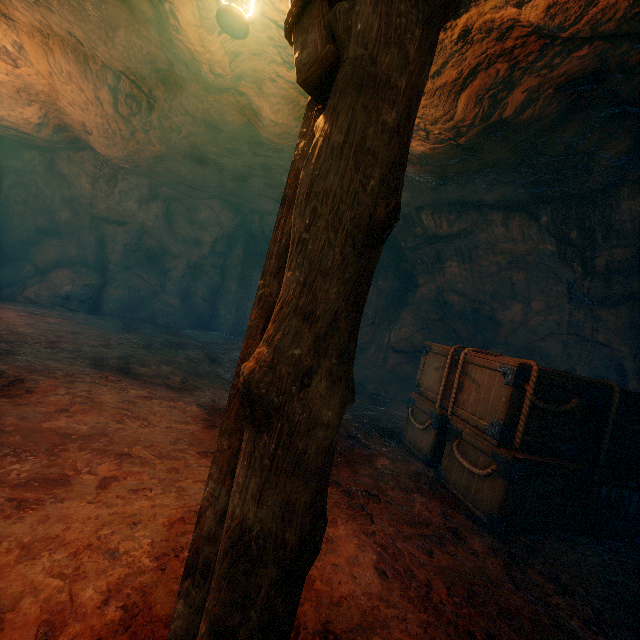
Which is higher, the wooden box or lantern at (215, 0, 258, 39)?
lantern at (215, 0, 258, 39)

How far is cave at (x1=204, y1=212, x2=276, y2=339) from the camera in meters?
13.3

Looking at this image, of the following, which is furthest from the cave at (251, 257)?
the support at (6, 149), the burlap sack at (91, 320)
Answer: the support at (6, 149)

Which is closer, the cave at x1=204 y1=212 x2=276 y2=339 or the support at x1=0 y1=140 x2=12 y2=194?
the support at x1=0 y1=140 x2=12 y2=194

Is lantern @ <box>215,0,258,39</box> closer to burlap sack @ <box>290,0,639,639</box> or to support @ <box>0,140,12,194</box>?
burlap sack @ <box>290,0,639,639</box>

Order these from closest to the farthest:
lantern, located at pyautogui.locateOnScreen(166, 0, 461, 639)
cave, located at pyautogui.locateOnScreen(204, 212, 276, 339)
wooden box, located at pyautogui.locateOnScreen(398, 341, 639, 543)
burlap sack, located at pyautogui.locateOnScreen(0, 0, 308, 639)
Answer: lantern, located at pyautogui.locateOnScreen(166, 0, 461, 639), burlap sack, located at pyautogui.locateOnScreen(0, 0, 308, 639), wooden box, located at pyautogui.locateOnScreen(398, 341, 639, 543), cave, located at pyautogui.locateOnScreen(204, 212, 276, 339)

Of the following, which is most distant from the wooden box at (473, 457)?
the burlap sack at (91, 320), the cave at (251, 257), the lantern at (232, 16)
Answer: the cave at (251, 257)

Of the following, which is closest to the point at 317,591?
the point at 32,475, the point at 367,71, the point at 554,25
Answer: the point at 32,475
